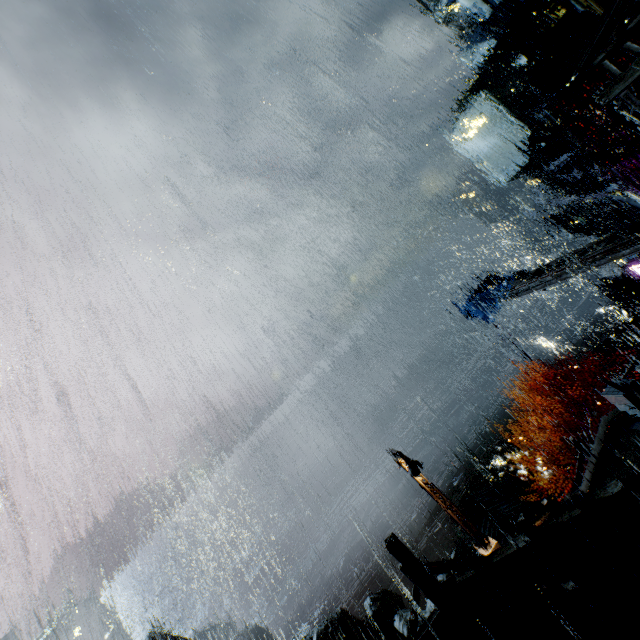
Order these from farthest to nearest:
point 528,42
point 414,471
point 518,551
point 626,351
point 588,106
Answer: point 528,42
point 626,351
point 588,106
point 414,471
point 518,551

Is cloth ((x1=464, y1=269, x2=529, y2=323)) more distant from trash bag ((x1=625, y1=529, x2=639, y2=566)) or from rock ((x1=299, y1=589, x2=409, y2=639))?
rock ((x1=299, y1=589, x2=409, y2=639))

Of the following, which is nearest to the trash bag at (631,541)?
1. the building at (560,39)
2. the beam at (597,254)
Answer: the building at (560,39)

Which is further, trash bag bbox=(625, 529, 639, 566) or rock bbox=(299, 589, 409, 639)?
rock bbox=(299, 589, 409, 639)

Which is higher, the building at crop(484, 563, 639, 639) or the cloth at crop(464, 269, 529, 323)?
the cloth at crop(464, 269, 529, 323)

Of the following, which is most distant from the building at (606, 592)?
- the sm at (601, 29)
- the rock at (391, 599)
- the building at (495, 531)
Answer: the rock at (391, 599)

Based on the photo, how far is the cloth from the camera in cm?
1894

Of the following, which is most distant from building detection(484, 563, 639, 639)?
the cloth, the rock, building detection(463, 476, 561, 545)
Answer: Answer: the cloth
